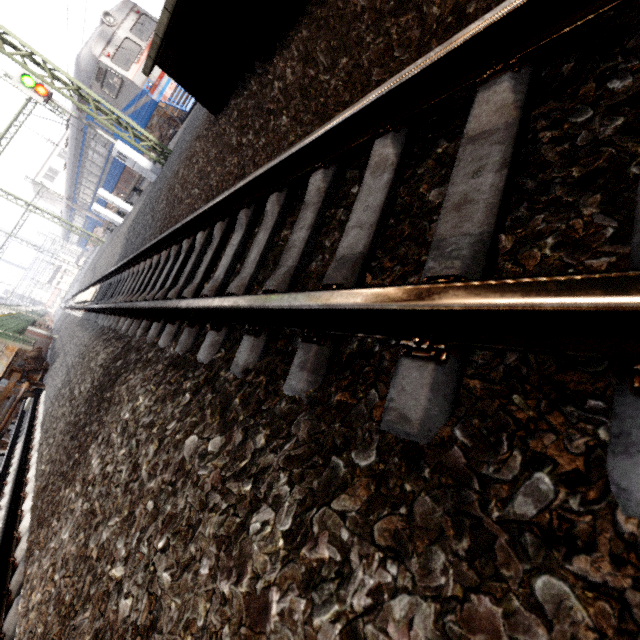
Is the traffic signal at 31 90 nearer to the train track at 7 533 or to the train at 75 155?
the train at 75 155

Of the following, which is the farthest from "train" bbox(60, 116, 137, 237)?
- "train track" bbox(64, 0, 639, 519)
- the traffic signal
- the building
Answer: "train track" bbox(64, 0, 639, 519)

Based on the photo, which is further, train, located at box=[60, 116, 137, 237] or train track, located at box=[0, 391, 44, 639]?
train, located at box=[60, 116, 137, 237]

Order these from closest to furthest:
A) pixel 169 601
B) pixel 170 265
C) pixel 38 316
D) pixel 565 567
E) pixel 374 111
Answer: pixel 565 567
pixel 169 601
pixel 374 111
pixel 170 265
pixel 38 316

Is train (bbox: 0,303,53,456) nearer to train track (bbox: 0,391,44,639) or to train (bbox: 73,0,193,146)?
train track (bbox: 0,391,44,639)

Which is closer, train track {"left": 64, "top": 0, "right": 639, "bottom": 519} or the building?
train track {"left": 64, "top": 0, "right": 639, "bottom": 519}

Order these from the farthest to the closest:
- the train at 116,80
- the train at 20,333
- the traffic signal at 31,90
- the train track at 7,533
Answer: the traffic signal at 31,90 → the train at 116,80 → the train at 20,333 → the train track at 7,533

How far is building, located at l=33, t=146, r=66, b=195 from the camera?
47.91m
